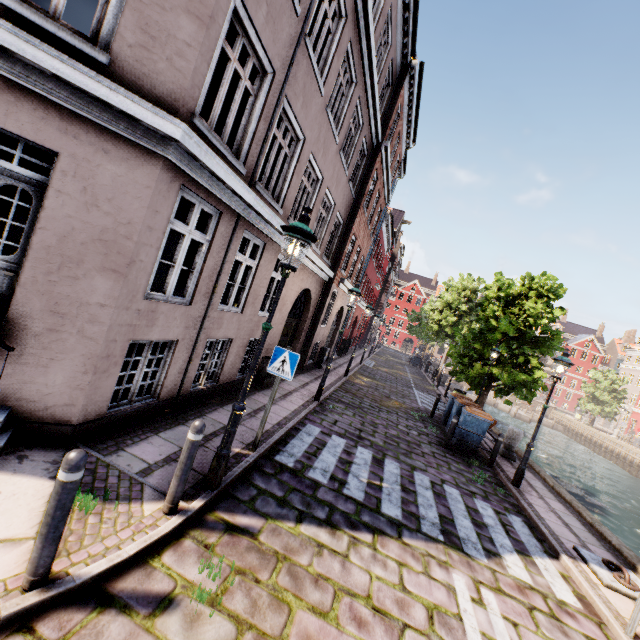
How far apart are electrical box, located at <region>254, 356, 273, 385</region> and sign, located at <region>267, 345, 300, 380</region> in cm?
410

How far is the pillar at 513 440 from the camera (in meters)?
11.32

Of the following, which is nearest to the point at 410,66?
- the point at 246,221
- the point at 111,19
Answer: the point at 246,221

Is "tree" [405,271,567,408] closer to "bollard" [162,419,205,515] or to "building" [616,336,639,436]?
"building" [616,336,639,436]

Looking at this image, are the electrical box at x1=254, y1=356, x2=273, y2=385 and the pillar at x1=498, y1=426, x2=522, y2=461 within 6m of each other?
no

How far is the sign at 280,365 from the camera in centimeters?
556cm

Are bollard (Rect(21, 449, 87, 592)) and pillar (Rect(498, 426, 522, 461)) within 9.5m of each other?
no

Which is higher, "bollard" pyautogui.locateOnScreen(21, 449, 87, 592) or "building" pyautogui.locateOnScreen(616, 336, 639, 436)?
"building" pyautogui.locateOnScreen(616, 336, 639, 436)
